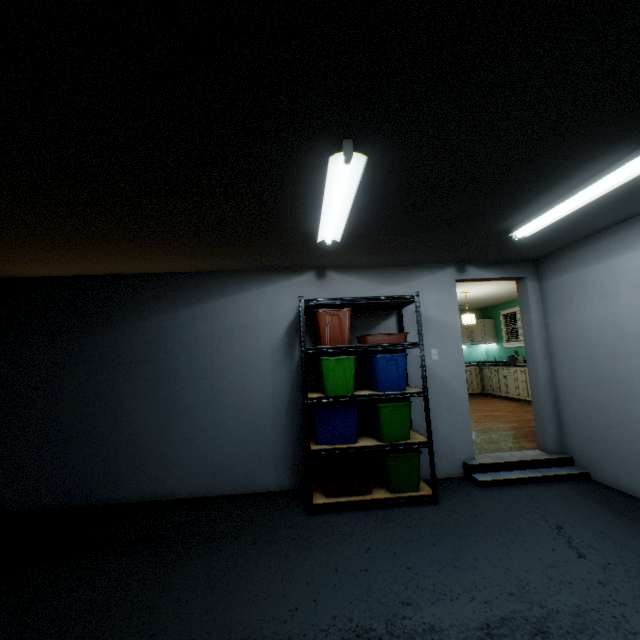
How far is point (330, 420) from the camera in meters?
3.1

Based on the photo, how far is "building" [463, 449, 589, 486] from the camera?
3.31m

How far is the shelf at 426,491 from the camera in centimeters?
293cm

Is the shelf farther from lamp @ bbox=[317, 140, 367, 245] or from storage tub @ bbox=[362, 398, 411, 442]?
lamp @ bbox=[317, 140, 367, 245]

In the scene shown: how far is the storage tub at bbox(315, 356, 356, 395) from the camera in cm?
307

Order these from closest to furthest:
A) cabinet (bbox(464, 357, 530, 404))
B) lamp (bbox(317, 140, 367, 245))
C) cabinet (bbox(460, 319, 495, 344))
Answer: lamp (bbox(317, 140, 367, 245)) < cabinet (bbox(464, 357, 530, 404)) < cabinet (bbox(460, 319, 495, 344))

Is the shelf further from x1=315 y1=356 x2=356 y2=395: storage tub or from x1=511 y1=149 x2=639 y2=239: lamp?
x1=511 y1=149 x2=639 y2=239: lamp

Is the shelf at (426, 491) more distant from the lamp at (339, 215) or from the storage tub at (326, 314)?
the lamp at (339, 215)
